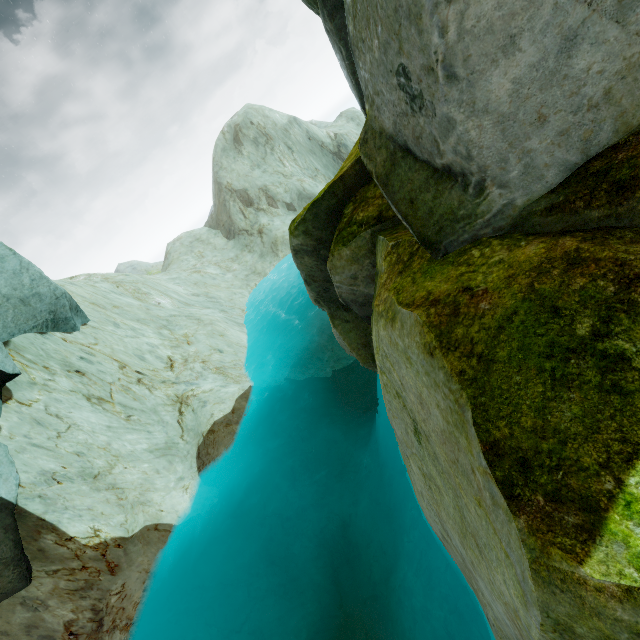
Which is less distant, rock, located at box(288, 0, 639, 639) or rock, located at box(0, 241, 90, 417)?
Result: rock, located at box(288, 0, 639, 639)

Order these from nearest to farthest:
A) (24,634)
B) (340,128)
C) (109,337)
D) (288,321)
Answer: (24,634) → (109,337) → (288,321) → (340,128)

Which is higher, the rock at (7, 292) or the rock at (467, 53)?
the rock at (7, 292)

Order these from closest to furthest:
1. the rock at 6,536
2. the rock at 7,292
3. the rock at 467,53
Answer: the rock at 467,53, the rock at 6,536, the rock at 7,292

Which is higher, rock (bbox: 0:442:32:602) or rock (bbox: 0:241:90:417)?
rock (bbox: 0:241:90:417)
